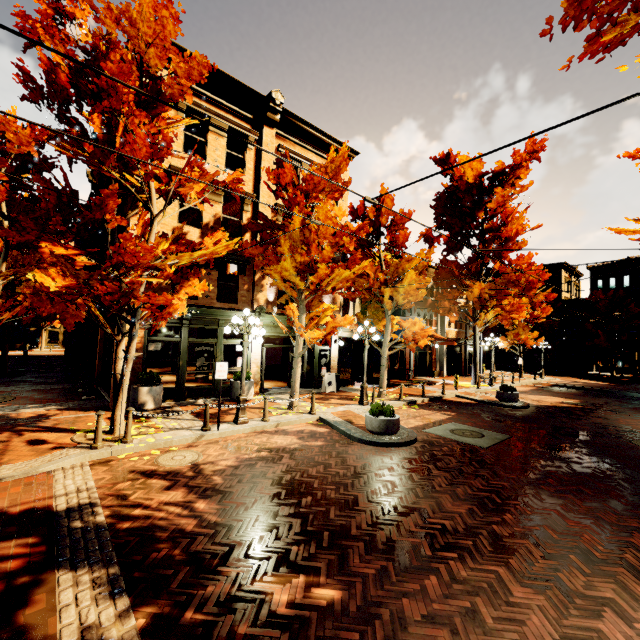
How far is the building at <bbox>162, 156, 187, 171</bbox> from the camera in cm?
1264

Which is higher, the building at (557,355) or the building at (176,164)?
the building at (176,164)

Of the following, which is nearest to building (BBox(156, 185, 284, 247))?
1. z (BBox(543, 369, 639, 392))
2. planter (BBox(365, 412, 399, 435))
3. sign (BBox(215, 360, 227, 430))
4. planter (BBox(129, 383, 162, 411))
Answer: planter (BBox(129, 383, 162, 411))

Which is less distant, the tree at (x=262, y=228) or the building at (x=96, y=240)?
the tree at (x=262, y=228)

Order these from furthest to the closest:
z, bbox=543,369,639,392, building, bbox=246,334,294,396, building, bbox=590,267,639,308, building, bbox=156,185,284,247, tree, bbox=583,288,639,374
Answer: building, bbox=590,267,639,308 → tree, bbox=583,288,639,374 → z, bbox=543,369,639,392 → building, bbox=246,334,294,396 → building, bbox=156,185,284,247

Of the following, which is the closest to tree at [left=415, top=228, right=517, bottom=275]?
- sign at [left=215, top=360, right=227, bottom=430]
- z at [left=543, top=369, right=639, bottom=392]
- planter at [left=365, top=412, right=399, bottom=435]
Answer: z at [left=543, top=369, right=639, bottom=392]

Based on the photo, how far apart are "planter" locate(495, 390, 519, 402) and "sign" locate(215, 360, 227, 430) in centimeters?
1379cm

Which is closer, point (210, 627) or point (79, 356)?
point (210, 627)
